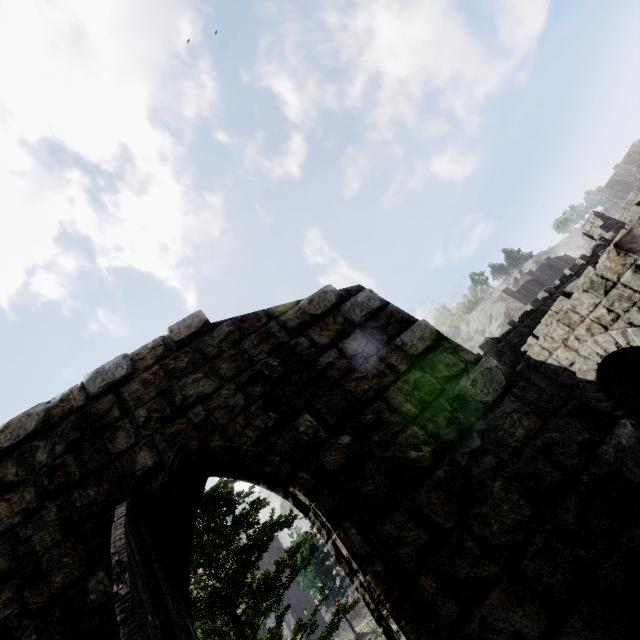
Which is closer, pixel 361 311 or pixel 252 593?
pixel 361 311

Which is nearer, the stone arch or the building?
the building

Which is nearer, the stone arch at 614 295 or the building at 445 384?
the building at 445 384
